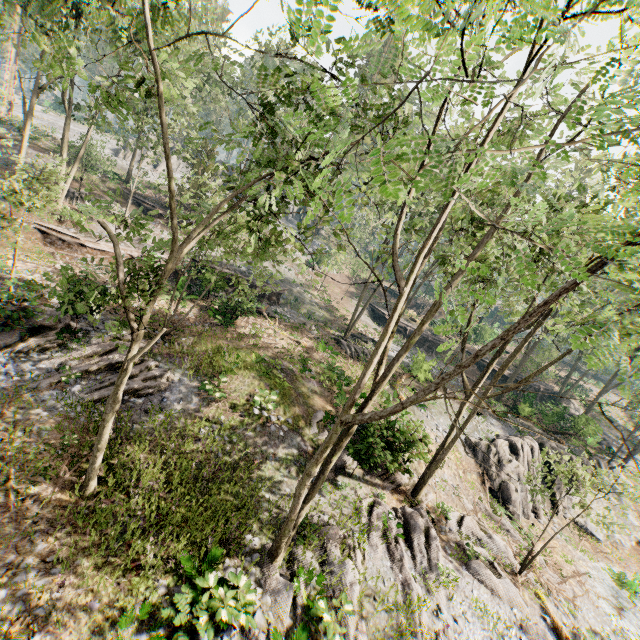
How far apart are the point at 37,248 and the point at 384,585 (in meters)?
26.05

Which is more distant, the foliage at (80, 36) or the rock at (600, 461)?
the rock at (600, 461)

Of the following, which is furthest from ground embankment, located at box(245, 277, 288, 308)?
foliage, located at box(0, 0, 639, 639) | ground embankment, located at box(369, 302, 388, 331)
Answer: ground embankment, located at box(369, 302, 388, 331)

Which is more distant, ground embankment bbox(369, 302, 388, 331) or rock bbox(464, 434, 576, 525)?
ground embankment bbox(369, 302, 388, 331)

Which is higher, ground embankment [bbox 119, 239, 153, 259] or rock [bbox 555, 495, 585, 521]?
ground embankment [bbox 119, 239, 153, 259]

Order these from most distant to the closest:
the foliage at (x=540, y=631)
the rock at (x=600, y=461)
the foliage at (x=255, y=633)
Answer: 1. the rock at (x=600, y=461)
2. the foliage at (x=540, y=631)
3. the foliage at (x=255, y=633)

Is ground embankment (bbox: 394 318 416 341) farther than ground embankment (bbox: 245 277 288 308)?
Yes

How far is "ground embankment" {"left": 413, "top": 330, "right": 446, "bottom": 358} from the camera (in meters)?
38.56
